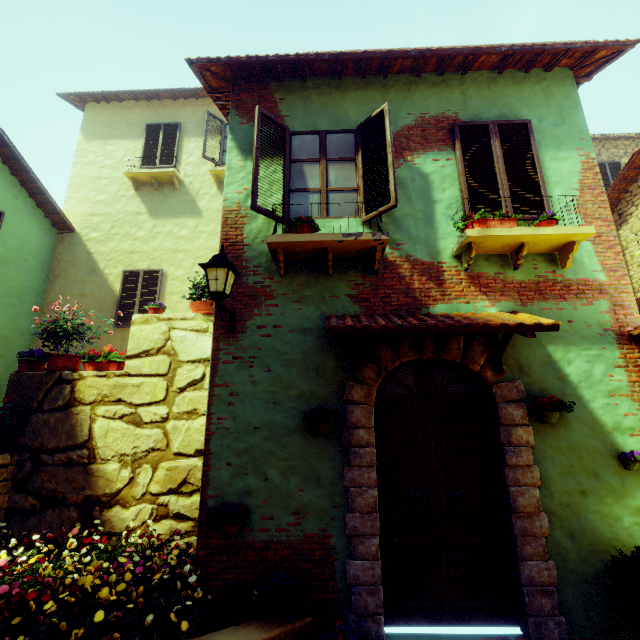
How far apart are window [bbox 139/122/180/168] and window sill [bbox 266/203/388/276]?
7.4 meters

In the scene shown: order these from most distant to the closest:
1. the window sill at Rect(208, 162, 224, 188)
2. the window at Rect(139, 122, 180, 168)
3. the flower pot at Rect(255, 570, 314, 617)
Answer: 1. the window at Rect(139, 122, 180, 168)
2. the window sill at Rect(208, 162, 224, 188)
3. the flower pot at Rect(255, 570, 314, 617)

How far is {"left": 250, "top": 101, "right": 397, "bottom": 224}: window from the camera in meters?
4.3 m

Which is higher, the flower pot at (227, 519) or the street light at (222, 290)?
the street light at (222, 290)

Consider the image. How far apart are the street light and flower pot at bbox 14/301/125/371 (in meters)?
2.65

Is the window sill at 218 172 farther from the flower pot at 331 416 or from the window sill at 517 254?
the flower pot at 331 416

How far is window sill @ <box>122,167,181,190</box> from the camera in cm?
920

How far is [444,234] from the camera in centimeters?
443cm
